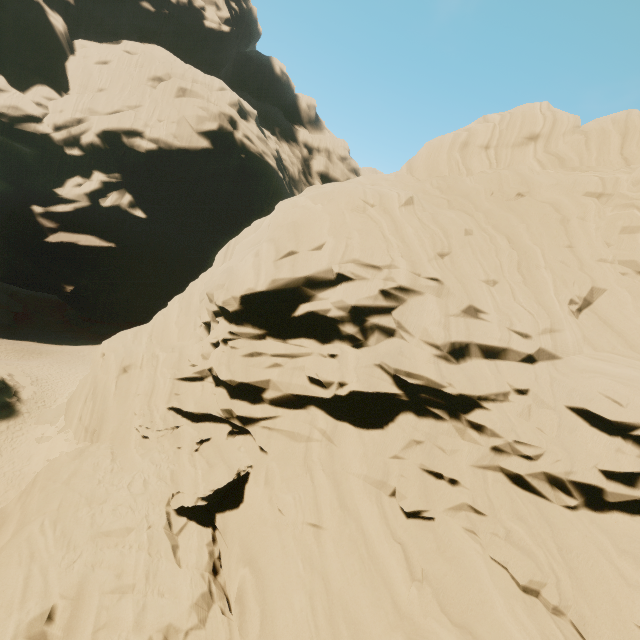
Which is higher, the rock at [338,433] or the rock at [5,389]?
the rock at [338,433]

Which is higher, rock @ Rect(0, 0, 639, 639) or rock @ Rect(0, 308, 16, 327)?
rock @ Rect(0, 0, 639, 639)

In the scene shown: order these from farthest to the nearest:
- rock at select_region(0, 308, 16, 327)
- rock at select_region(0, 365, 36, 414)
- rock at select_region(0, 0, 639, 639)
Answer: rock at select_region(0, 308, 16, 327)
rock at select_region(0, 365, 36, 414)
rock at select_region(0, 0, 639, 639)

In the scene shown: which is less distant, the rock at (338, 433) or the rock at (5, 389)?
the rock at (338, 433)

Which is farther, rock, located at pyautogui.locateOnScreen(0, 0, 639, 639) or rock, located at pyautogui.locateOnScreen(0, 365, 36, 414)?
rock, located at pyautogui.locateOnScreen(0, 365, 36, 414)

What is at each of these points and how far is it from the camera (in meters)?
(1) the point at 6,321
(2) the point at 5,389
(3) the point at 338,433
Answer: (1) rock, 39.50
(2) rock, 24.53
(3) rock, 15.18
